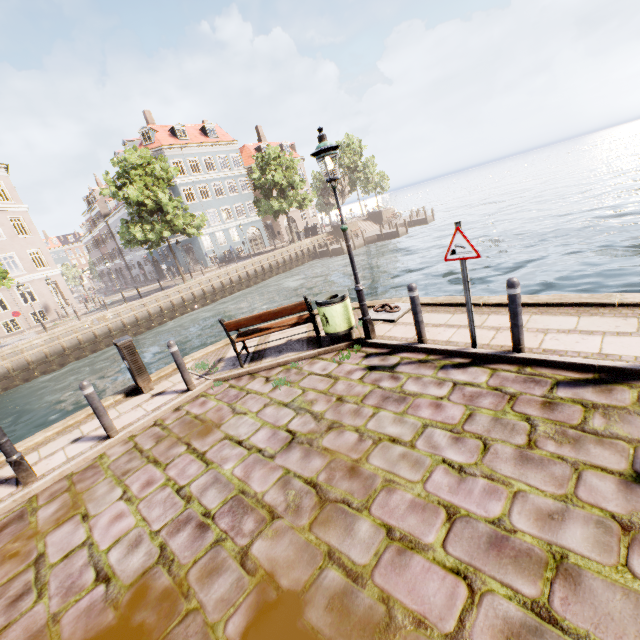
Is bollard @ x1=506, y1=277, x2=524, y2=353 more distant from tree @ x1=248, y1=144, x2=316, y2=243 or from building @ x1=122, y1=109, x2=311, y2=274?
building @ x1=122, y1=109, x2=311, y2=274

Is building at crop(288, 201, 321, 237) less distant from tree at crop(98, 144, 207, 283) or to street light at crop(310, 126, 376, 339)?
tree at crop(98, 144, 207, 283)

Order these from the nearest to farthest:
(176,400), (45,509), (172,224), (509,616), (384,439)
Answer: (509,616) → (384,439) → (45,509) → (176,400) → (172,224)

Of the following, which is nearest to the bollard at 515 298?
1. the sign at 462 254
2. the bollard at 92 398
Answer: the sign at 462 254

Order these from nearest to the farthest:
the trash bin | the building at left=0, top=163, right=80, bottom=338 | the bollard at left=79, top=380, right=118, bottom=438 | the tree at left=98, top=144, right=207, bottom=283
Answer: the bollard at left=79, top=380, right=118, bottom=438 < the trash bin < the tree at left=98, top=144, right=207, bottom=283 < the building at left=0, top=163, right=80, bottom=338

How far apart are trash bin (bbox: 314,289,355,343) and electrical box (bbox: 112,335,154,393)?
4.0 meters

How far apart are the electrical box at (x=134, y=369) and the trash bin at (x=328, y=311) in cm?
397

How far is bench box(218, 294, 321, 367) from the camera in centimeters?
640cm
